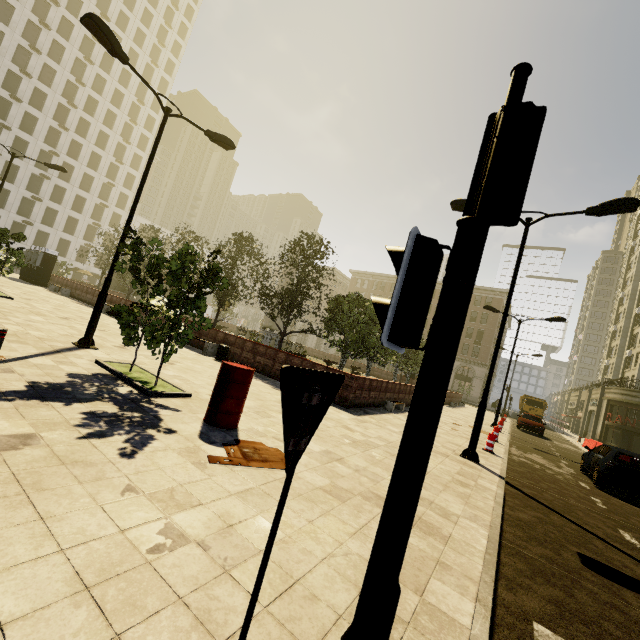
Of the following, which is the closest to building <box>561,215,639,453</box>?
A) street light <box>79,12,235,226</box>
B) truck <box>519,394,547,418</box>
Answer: truck <box>519,394,547,418</box>

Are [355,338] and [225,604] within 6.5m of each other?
no

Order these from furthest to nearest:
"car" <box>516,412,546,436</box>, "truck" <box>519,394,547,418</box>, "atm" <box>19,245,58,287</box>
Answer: "truck" <box>519,394,547,418</box>
"atm" <box>19,245,58,287</box>
"car" <box>516,412,546,436</box>

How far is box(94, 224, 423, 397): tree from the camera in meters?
6.7 m

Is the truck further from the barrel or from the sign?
the sign

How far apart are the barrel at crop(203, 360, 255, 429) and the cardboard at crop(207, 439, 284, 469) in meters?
0.5 m

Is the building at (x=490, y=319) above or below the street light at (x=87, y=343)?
above

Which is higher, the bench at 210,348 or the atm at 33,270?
the atm at 33,270
